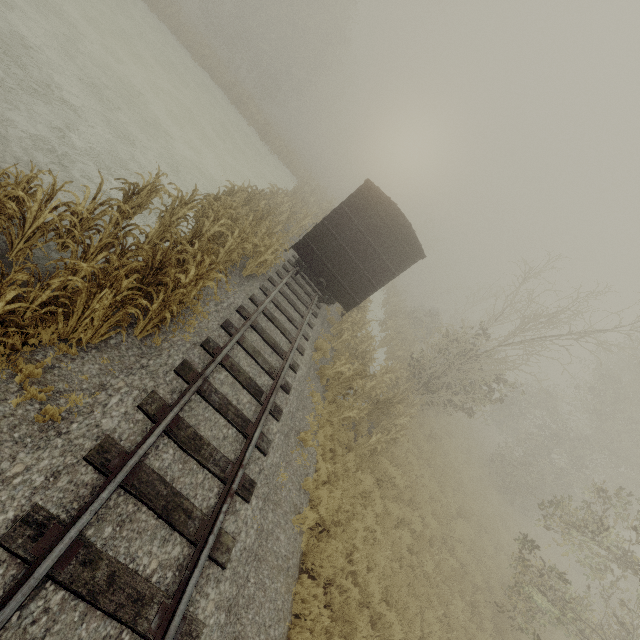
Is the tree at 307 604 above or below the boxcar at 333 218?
below

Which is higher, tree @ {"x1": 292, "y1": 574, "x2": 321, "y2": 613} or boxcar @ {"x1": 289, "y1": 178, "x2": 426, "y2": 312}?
boxcar @ {"x1": 289, "y1": 178, "x2": 426, "y2": 312}

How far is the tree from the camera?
5.57m

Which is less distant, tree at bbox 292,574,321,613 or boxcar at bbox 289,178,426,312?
tree at bbox 292,574,321,613

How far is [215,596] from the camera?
4.3 meters

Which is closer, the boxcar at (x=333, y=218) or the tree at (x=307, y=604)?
the tree at (x=307, y=604)

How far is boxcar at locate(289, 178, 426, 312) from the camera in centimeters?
1130cm
